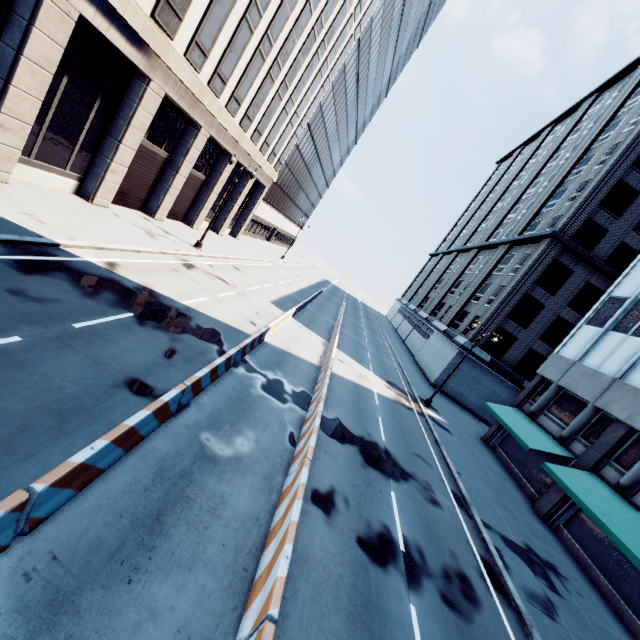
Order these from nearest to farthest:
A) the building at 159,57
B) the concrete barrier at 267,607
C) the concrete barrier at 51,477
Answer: the concrete barrier at 51,477 → the concrete barrier at 267,607 → the building at 159,57

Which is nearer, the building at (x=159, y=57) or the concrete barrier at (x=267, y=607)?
the concrete barrier at (x=267, y=607)

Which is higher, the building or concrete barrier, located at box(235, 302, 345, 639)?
the building

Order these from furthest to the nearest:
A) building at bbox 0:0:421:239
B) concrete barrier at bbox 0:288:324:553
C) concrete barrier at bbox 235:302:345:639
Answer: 1. building at bbox 0:0:421:239
2. concrete barrier at bbox 235:302:345:639
3. concrete barrier at bbox 0:288:324:553

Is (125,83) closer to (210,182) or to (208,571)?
(210,182)

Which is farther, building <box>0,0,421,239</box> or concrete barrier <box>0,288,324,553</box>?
building <box>0,0,421,239</box>
